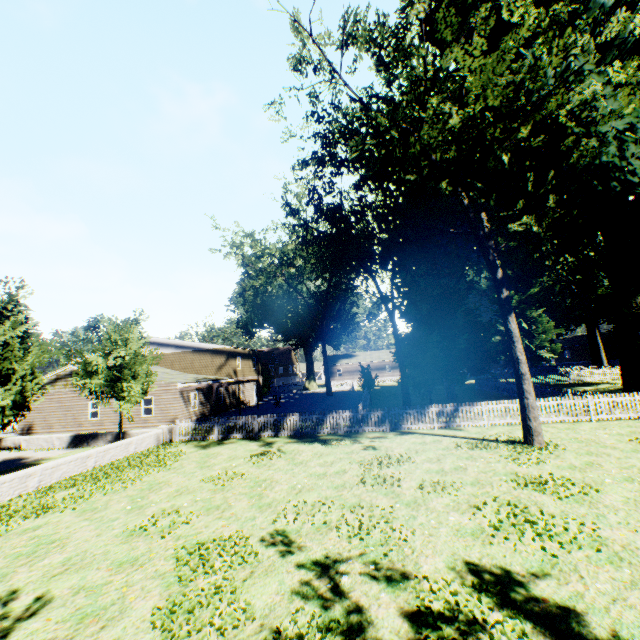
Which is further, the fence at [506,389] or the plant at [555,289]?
the fence at [506,389]

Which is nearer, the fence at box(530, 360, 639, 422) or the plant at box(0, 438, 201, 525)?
the plant at box(0, 438, 201, 525)

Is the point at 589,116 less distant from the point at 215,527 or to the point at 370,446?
the point at 370,446

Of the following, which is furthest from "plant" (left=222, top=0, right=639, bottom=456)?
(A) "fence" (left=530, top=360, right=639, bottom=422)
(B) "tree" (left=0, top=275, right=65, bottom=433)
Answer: (B) "tree" (left=0, top=275, right=65, bottom=433)

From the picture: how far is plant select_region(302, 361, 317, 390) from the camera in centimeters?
5872cm

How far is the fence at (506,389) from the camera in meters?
27.5 m
